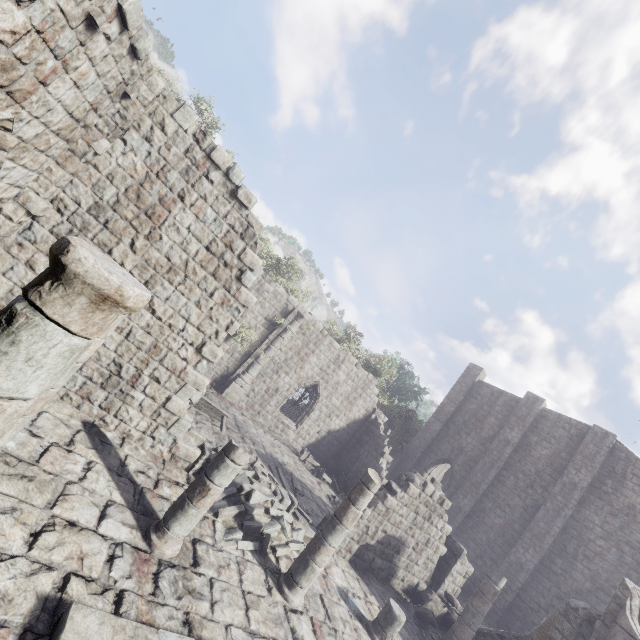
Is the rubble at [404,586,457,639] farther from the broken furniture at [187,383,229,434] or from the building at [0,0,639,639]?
the broken furniture at [187,383,229,434]

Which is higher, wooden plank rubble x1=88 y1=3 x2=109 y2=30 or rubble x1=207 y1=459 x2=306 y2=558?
wooden plank rubble x1=88 y1=3 x2=109 y2=30

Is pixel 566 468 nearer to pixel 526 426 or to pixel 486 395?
pixel 526 426

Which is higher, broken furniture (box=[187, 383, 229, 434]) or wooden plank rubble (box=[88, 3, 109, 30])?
wooden plank rubble (box=[88, 3, 109, 30])

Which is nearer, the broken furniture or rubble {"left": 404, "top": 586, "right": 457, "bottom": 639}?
rubble {"left": 404, "top": 586, "right": 457, "bottom": 639}

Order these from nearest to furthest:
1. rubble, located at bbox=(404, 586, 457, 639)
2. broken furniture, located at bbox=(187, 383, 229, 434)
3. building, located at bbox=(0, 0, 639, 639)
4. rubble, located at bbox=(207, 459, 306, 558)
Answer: building, located at bbox=(0, 0, 639, 639) < rubble, located at bbox=(207, 459, 306, 558) < rubble, located at bbox=(404, 586, 457, 639) < broken furniture, located at bbox=(187, 383, 229, 434)

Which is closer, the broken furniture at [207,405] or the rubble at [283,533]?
the rubble at [283,533]

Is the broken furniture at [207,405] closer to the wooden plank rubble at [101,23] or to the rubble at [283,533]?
the rubble at [283,533]
